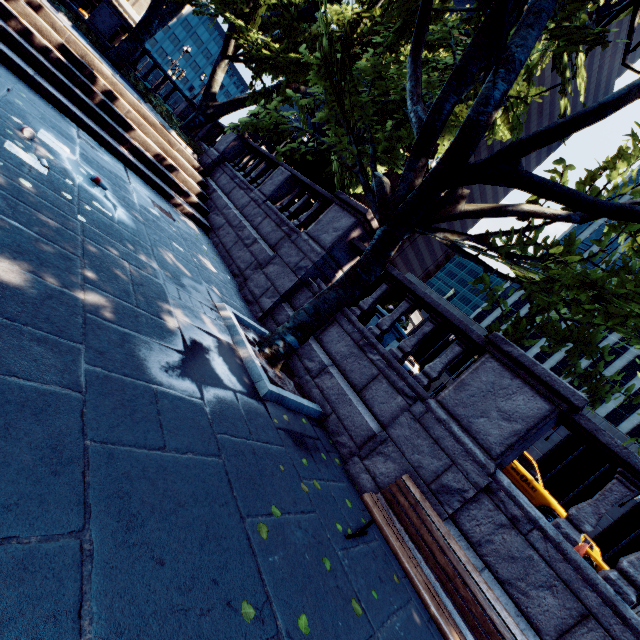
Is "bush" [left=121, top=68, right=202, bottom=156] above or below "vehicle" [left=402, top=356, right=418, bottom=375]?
below

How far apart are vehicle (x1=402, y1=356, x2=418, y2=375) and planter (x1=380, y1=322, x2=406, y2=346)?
20.5 meters

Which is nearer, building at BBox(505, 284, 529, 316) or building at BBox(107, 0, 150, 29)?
building at BBox(107, 0, 150, 29)

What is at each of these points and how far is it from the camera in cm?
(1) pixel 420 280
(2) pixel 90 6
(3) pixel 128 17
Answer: (1) building, 4291
(2) building, 3722
(3) building, 3891

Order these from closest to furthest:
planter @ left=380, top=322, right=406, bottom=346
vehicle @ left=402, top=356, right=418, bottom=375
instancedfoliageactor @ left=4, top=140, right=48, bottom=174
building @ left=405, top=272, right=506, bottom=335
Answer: instancedfoliageactor @ left=4, top=140, right=48, bottom=174 < planter @ left=380, top=322, right=406, bottom=346 < vehicle @ left=402, top=356, right=418, bottom=375 < building @ left=405, top=272, right=506, bottom=335

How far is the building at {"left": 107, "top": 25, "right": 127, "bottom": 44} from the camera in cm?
3938

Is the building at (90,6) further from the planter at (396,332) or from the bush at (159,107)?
the planter at (396,332)

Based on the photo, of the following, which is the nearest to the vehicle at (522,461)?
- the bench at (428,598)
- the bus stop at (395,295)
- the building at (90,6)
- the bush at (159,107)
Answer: the bus stop at (395,295)
